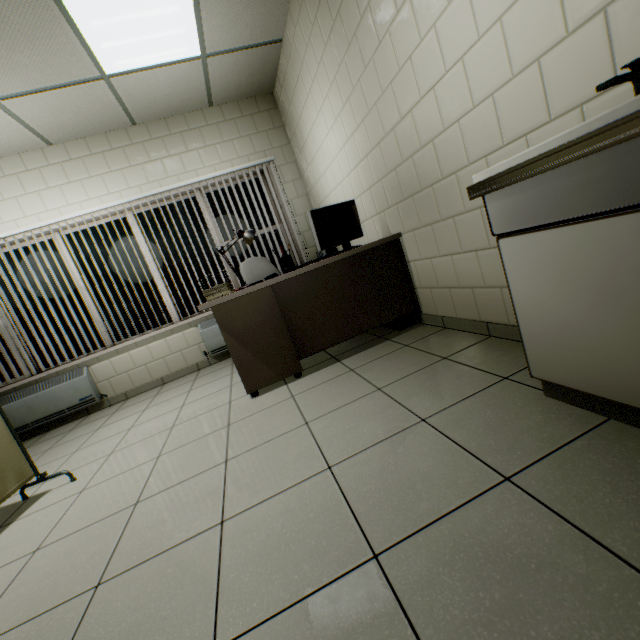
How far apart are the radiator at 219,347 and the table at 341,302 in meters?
1.4

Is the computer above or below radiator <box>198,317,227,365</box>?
below

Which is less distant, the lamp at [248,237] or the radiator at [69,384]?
the lamp at [248,237]

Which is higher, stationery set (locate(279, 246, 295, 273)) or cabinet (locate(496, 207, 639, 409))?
stationery set (locate(279, 246, 295, 273))

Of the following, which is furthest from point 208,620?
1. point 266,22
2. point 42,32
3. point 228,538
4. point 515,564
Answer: point 266,22

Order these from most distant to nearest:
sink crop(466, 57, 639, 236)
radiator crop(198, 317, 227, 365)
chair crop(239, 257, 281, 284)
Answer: radiator crop(198, 317, 227, 365), chair crop(239, 257, 281, 284), sink crop(466, 57, 639, 236)

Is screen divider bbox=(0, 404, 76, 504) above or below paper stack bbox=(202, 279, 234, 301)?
below

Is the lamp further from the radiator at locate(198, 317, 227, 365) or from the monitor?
the radiator at locate(198, 317, 227, 365)
